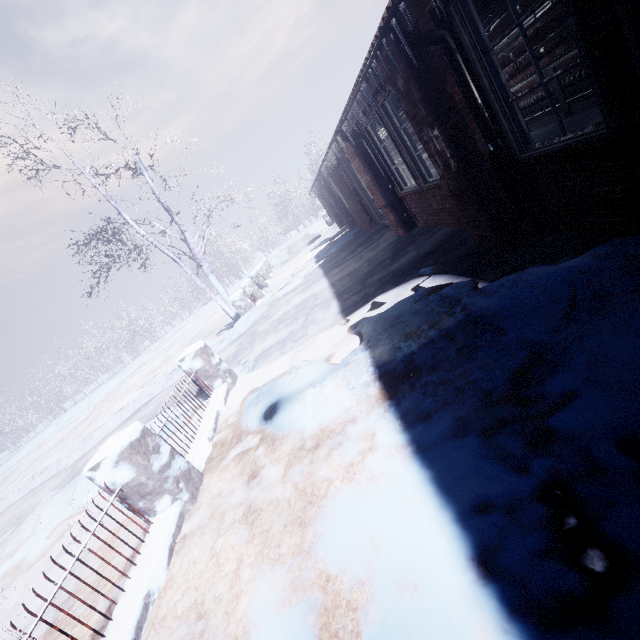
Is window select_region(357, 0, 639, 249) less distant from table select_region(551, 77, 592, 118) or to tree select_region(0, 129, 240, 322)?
table select_region(551, 77, 592, 118)

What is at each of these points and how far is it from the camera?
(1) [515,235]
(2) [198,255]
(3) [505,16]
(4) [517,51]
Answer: (1) window, 3.2m
(2) tree, 10.1m
(3) pipe, 4.7m
(4) pipe, 5.7m

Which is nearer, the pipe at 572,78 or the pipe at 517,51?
the pipe at 572,78

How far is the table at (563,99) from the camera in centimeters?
489cm

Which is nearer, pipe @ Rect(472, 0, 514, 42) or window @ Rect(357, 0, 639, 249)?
window @ Rect(357, 0, 639, 249)

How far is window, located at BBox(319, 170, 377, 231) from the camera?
8.95m

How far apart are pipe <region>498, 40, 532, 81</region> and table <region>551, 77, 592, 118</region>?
0.1 meters

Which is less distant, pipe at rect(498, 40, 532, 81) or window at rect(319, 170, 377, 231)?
pipe at rect(498, 40, 532, 81)
